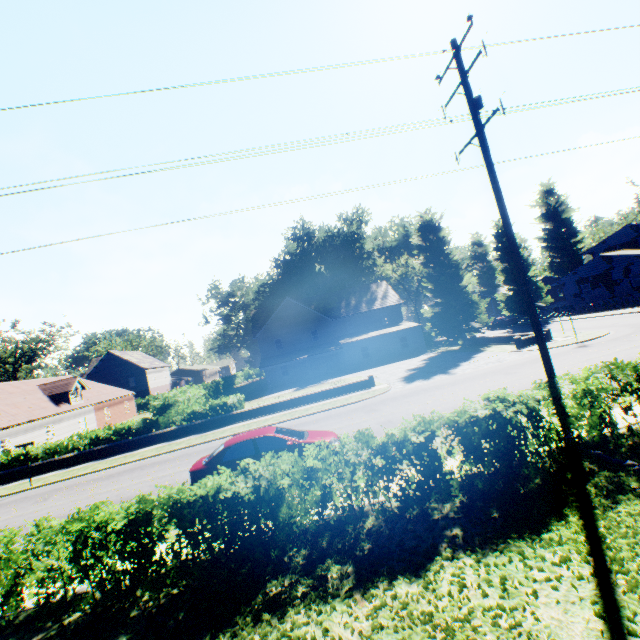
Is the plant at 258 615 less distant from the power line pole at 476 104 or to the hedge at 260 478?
the hedge at 260 478

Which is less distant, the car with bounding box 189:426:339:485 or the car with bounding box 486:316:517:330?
the car with bounding box 189:426:339:485

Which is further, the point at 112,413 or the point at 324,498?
the point at 112,413

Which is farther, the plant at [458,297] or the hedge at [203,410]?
the plant at [458,297]

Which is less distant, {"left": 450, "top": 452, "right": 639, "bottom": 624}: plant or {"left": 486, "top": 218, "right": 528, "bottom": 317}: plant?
{"left": 450, "top": 452, "right": 639, "bottom": 624}: plant

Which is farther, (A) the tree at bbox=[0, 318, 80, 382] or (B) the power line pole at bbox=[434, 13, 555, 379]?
(A) the tree at bbox=[0, 318, 80, 382]

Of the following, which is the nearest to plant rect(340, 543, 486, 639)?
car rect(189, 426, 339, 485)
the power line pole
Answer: the power line pole
